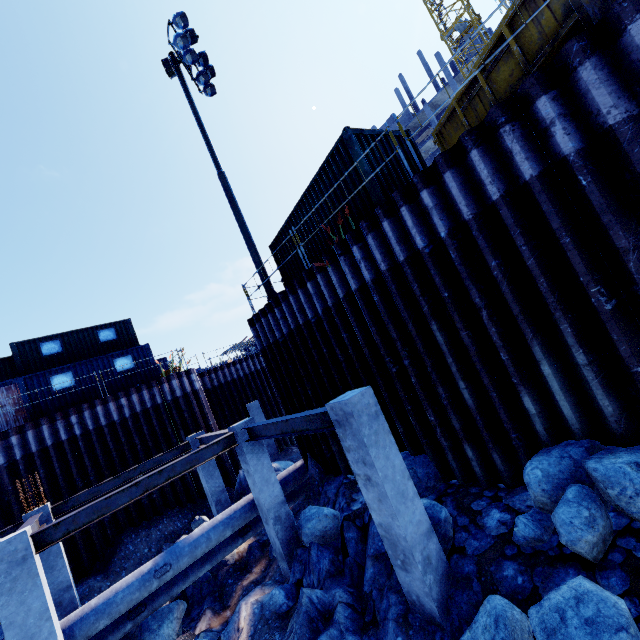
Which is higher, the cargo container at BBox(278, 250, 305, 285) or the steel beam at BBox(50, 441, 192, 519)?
the cargo container at BBox(278, 250, 305, 285)

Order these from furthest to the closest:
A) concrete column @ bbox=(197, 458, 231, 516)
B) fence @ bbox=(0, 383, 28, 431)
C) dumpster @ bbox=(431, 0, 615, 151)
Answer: fence @ bbox=(0, 383, 28, 431), concrete column @ bbox=(197, 458, 231, 516), dumpster @ bbox=(431, 0, 615, 151)

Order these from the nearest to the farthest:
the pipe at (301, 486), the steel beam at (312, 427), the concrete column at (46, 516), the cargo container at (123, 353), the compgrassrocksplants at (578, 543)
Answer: the compgrassrocksplants at (578, 543) → the steel beam at (312, 427) → the concrete column at (46, 516) → the pipe at (301, 486) → the cargo container at (123, 353)

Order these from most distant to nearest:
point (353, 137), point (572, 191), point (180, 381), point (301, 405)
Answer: point (180, 381) → point (301, 405) → point (353, 137) → point (572, 191)

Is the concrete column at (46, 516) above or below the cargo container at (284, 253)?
below

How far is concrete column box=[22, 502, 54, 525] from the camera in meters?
9.5 m

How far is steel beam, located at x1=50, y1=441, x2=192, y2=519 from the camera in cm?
1023

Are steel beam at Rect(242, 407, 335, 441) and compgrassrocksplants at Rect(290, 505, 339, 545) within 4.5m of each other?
yes
